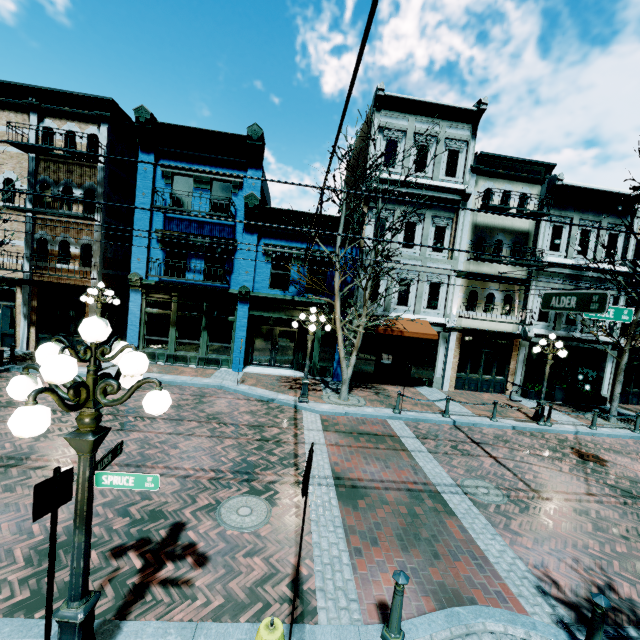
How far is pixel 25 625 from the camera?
3.7 meters

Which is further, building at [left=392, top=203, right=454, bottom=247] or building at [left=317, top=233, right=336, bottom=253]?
building at [left=392, top=203, right=454, bottom=247]

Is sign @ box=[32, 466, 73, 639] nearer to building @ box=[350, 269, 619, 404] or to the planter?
building @ box=[350, 269, 619, 404]

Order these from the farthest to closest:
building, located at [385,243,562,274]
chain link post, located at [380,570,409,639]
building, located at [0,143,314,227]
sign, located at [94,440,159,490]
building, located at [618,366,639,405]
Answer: building, located at [618,366,639,405], building, located at [385,243,562,274], building, located at [0,143,314,227], chain link post, located at [380,570,409,639], sign, located at [94,440,159,490]

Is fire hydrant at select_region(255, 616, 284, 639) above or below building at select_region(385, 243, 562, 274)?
below

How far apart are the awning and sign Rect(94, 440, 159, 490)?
12.3 meters

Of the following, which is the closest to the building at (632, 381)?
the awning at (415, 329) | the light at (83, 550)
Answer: the awning at (415, 329)

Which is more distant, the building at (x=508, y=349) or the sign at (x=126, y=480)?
the building at (x=508, y=349)
